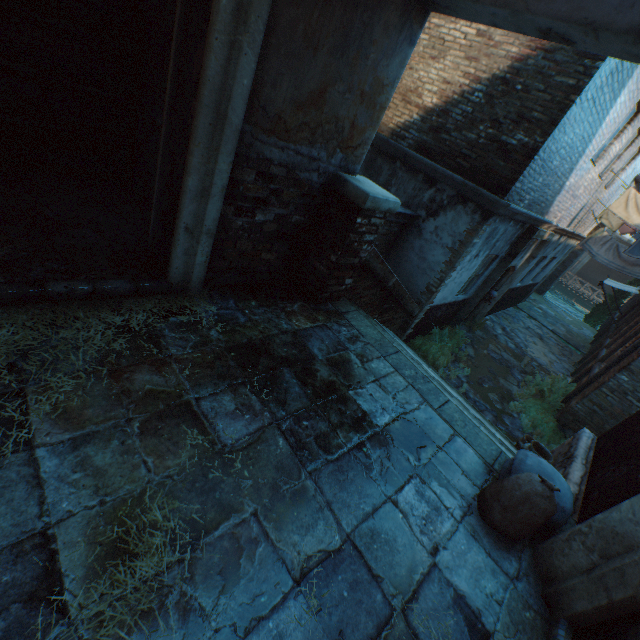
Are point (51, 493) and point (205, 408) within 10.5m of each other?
yes

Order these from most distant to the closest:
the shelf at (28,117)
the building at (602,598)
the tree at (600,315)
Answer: the tree at (600,315) → the shelf at (28,117) → the building at (602,598)

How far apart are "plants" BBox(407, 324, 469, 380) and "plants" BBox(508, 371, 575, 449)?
1.2 meters

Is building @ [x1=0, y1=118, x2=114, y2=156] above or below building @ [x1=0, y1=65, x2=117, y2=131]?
below

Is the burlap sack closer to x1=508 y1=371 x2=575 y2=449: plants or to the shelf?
x1=508 y1=371 x2=575 y2=449: plants

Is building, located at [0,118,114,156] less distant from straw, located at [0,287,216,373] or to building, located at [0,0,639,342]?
straw, located at [0,287,216,373]

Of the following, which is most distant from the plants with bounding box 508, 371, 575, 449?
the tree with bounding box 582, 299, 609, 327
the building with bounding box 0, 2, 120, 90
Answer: the tree with bounding box 582, 299, 609, 327

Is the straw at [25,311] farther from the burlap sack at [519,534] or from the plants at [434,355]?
the plants at [434,355]
